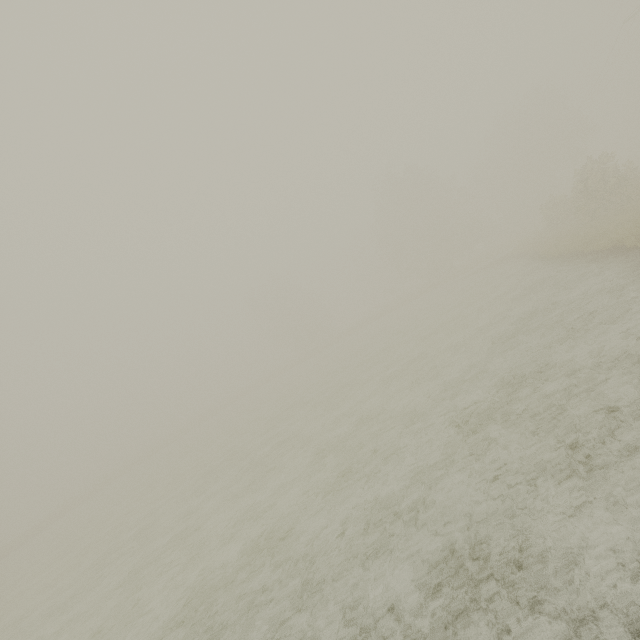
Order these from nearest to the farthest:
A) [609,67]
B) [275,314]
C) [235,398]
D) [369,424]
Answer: [369,424]
[609,67]
[235,398]
[275,314]
